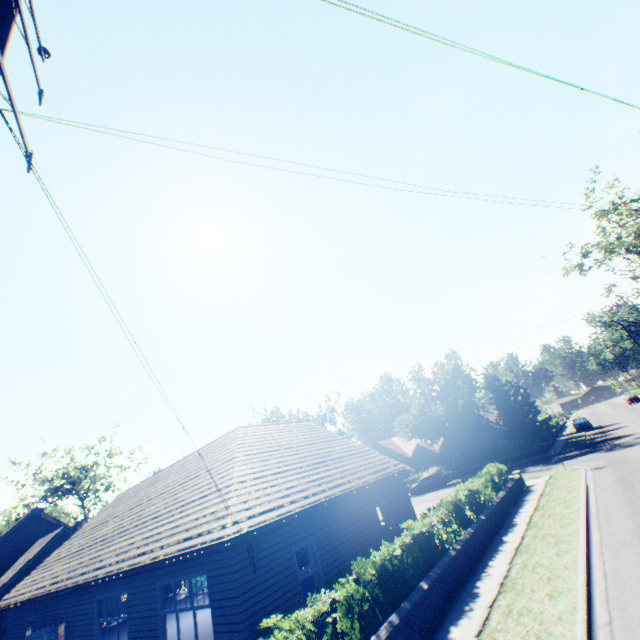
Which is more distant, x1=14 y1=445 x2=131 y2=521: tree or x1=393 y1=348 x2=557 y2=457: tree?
x1=14 y1=445 x2=131 y2=521: tree

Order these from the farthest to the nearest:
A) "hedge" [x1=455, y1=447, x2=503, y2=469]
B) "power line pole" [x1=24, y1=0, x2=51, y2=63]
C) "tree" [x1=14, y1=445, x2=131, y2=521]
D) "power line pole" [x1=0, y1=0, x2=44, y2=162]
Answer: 1. "tree" [x1=14, y1=445, x2=131, y2=521]
2. "hedge" [x1=455, y1=447, x2=503, y2=469]
3. "power line pole" [x1=24, y1=0, x2=51, y2=63]
4. "power line pole" [x1=0, y1=0, x2=44, y2=162]

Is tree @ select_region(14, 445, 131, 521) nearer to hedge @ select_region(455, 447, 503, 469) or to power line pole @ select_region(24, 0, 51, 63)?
hedge @ select_region(455, 447, 503, 469)

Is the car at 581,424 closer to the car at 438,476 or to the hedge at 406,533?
the car at 438,476

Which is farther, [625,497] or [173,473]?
[173,473]

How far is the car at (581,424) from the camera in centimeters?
4097cm

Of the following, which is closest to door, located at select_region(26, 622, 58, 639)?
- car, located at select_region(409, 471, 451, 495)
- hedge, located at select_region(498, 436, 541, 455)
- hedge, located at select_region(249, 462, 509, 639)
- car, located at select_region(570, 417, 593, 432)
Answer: hedge, located at select_region(249, 462, 509, 639)

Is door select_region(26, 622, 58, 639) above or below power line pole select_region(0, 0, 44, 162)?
below
